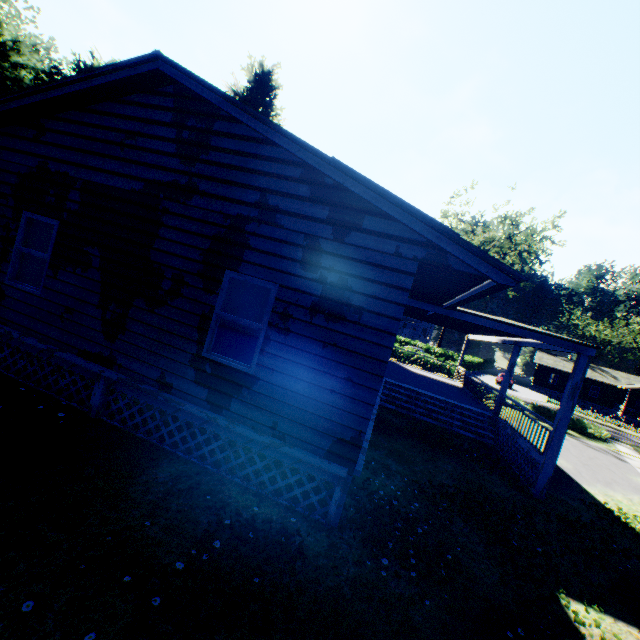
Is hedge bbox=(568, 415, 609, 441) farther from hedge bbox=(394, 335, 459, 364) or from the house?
the house

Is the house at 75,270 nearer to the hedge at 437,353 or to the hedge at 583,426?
the hedge at 583,426

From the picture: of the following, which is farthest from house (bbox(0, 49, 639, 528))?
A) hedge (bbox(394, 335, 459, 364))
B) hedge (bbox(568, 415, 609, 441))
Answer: hedge (bbox(394, 335, 459, 364))

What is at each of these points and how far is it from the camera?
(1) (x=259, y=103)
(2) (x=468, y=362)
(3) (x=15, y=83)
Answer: (1) plant, 31.7 meters
(2) hedge, 47.2 meters
(3) plant, 27.0 meters

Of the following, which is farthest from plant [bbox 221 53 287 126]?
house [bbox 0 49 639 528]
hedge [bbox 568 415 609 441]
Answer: hedge [bbox 568 415 609 441]

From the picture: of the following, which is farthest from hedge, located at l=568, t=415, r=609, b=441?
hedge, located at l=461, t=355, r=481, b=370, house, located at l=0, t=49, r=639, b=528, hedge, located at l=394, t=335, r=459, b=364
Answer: hedge, located at l=461, t=355, r=481, b=370

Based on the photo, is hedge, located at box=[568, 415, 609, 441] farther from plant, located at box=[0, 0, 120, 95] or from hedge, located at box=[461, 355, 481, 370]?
plant, located at box=[0, 0, 120, 95]

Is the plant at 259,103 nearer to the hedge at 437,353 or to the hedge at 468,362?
the hedge at 437,353
